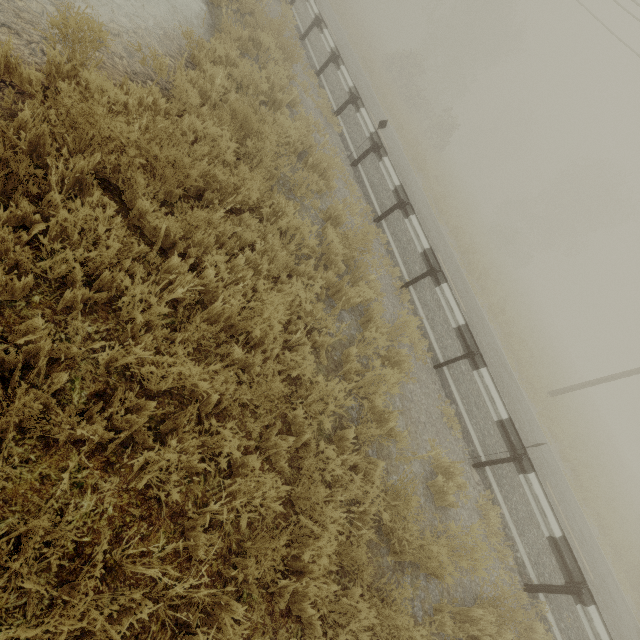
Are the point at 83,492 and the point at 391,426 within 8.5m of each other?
yes
